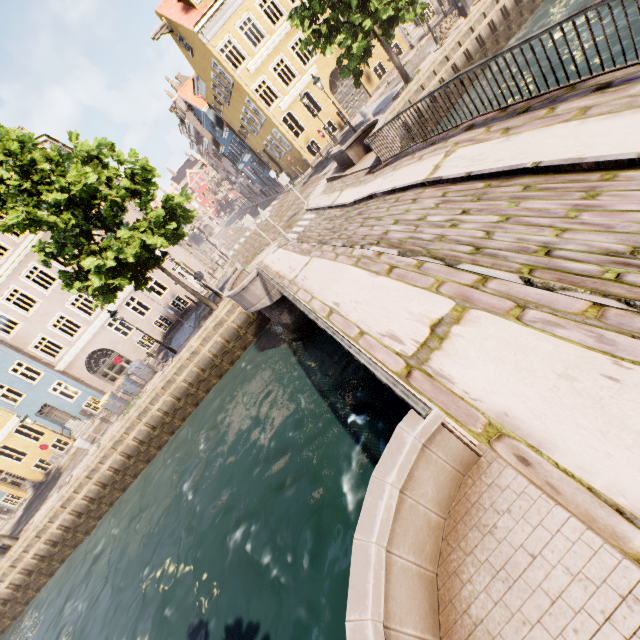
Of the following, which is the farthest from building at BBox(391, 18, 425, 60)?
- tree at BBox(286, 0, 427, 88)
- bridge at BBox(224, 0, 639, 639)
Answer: bridge at BBox(224, 0, 639, 639)

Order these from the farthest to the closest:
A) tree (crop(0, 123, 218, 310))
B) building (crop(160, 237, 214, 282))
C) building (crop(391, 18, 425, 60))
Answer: building (crop(160, 237, 214, 282)) → building (crop(391, 18, 425, 60)) → tree (crop(0, 123, 218, 310))

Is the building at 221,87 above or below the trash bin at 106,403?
above

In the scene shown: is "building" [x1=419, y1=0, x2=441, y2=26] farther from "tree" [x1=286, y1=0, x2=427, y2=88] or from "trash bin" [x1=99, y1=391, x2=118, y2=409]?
"trash bin" [x1=99, y1=391, x2=118, y2=409]

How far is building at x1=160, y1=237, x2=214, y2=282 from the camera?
25.45m

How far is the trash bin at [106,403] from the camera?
18.1 meters

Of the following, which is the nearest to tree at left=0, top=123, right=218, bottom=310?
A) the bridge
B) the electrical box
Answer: the bridge

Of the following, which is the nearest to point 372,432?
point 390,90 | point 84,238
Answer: point 84,238
